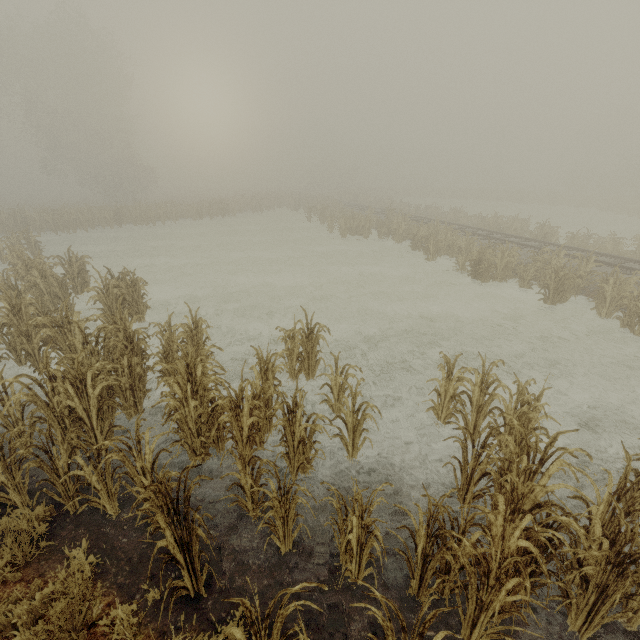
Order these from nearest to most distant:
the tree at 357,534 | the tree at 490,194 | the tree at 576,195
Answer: the tree at 357,534
the tree at 576,195
the tree at 490,194

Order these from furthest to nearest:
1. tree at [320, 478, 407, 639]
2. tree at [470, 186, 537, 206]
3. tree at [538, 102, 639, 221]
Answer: tree at [470, 186, 537, 206] → tree at [538, 102, 639, 221] → tree at [320, 478, 407, 639]

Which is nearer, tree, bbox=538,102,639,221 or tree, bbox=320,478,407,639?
tree, bbox=320,478,407,639

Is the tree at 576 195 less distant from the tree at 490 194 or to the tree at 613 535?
the tree at 490 194

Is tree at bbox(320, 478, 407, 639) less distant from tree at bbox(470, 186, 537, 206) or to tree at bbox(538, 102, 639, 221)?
tree at bbox(470, 186, 537, 206)

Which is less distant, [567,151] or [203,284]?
[203,284]

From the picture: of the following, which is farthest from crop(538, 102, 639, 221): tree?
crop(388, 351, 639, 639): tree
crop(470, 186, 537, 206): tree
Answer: crop(388, 351, 639, 639): tree
